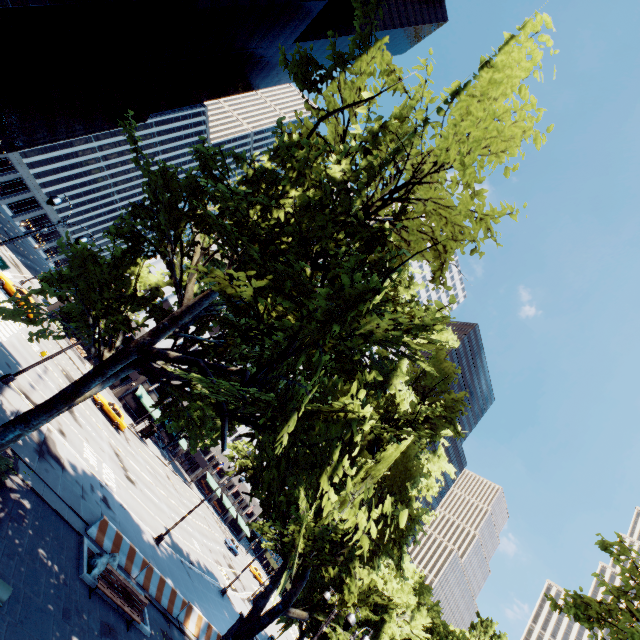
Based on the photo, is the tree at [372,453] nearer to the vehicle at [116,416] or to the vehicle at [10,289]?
the vehicle at [116,416]

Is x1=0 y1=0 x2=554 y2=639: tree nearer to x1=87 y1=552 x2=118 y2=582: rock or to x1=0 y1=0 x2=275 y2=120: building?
x1=87 y1=552 x2=118 y2=582: rock

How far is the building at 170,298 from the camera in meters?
53.8

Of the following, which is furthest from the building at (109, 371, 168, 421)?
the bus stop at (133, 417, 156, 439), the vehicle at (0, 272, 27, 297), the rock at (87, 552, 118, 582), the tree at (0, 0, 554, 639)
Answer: the rock at (87, 552, 118, 582)

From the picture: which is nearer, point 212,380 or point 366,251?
point 366,251

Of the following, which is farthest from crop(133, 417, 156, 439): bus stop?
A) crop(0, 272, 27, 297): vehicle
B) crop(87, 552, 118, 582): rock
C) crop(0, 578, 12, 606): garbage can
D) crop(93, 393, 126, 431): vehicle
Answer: crop(0, 578, 12, 606): garbage can

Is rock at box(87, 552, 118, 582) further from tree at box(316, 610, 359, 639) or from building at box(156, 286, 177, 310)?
building at box(156, 286, 177, 310)

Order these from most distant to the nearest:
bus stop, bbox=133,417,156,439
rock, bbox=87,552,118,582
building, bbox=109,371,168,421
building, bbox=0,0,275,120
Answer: building, bbox=109,371,168,421 < bus stop, bbox=133,417,156,439 < building, bbox=0,0,275,120 < rock, bbox=87,552,118,582
